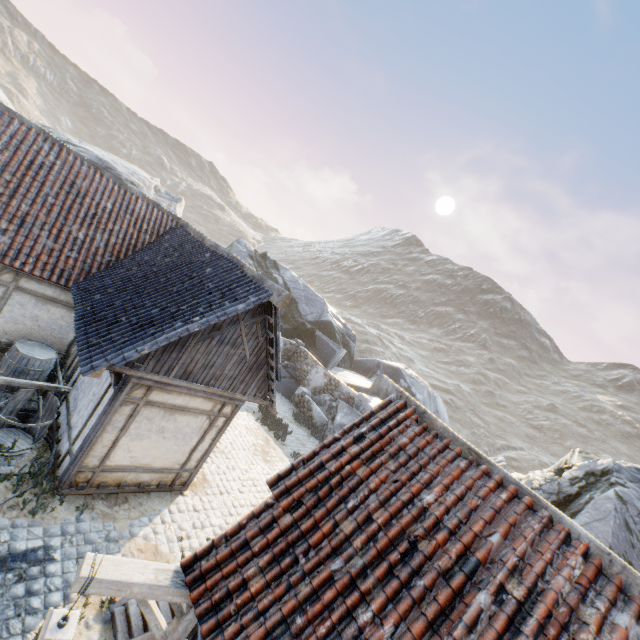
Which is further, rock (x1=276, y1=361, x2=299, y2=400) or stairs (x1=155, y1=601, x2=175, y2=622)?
rock (x1=276, y1=361, x2=299, y2=400)

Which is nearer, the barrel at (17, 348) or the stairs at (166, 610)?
the stairs at (166, 610)

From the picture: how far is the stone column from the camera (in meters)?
18.36

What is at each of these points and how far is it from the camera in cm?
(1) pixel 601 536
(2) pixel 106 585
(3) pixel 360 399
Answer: (1) rock, 780
(2) street light, 319
(3) stone column, 1848

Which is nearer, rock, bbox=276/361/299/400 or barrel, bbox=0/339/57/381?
barrel, bbox=0/339/57/381

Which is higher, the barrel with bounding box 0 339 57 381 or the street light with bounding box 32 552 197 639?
the street light with bounding box 32 552 197 639

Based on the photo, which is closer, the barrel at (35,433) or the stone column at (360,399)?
the barrel at (35,433)

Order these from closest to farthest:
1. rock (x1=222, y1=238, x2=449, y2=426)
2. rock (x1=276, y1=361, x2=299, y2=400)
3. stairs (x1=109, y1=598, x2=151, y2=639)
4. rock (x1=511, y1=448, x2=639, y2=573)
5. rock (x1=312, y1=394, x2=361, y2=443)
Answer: stairs (x1=109, y1=598, x2=151, y2=639) → rock (x1=511, y1=448, x2=639, y2=573) → rock (x1=312, y1=394, x2=361, y2=443) → rock (x1=276, y1=361, x2=299, y2=400) → rock (x1=222, y1=238, x2=449, y2=426)
